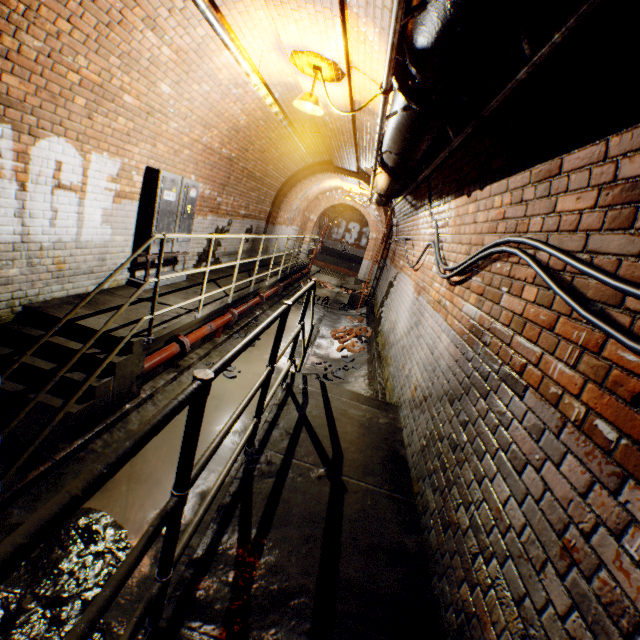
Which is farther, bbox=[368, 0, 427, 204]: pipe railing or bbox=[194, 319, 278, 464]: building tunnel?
bbox=[194, 319, 278, 464]: building tunnel

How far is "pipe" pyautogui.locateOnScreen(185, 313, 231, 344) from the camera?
5.4m

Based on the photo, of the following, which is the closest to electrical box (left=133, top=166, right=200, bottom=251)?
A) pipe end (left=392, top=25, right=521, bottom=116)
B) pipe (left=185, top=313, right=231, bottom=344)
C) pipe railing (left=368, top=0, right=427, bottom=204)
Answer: pipe (left=185, top=313, right=231, bottom=344)

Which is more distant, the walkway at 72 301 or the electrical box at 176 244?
the electrical box at 176 244

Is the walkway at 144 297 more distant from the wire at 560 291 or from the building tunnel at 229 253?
the wire at 560 291

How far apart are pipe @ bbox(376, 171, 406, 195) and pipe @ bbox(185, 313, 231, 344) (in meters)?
3.79

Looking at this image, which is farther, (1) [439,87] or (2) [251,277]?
(2) [251,277]

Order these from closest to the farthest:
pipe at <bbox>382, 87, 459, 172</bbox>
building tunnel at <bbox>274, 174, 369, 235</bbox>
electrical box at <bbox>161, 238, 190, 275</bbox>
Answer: pipe at <bbox>382, 87, 459, 172</bbox> < electrical box at <bbox>161, 238, 190, 275</bbox> < building tunnel at <bbox>274, 174, 369, 235</bbox>
